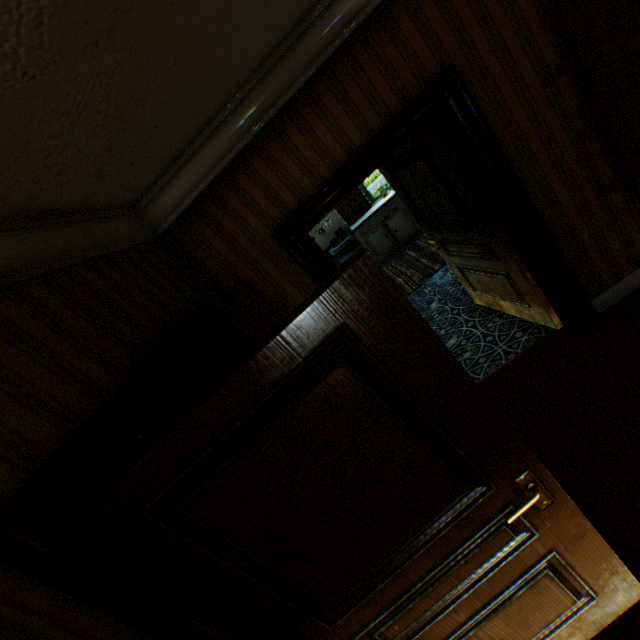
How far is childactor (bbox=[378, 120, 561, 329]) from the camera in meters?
2.6

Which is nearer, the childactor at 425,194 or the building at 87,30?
the building at 87,30

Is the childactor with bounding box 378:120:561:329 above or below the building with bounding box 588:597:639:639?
above

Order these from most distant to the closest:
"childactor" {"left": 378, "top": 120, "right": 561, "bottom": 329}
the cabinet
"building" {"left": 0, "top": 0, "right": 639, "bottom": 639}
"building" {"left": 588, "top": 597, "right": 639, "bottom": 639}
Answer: the cabinet, "childactor" {"left": 378, "top": 120, "right": 561, "bottom": 329}, "building" {"left": 588, "top": 597, "right": 639, "bottom": 639}, "building" {"left": 0, "top": 0, "right": 639, "bottom": 639}

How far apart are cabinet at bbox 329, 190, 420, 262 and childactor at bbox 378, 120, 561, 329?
3.9 meters

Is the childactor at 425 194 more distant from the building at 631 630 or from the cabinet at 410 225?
the cabinet at 410 225

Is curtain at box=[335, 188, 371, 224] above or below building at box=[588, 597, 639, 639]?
above

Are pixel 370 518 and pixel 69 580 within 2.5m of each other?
yes
